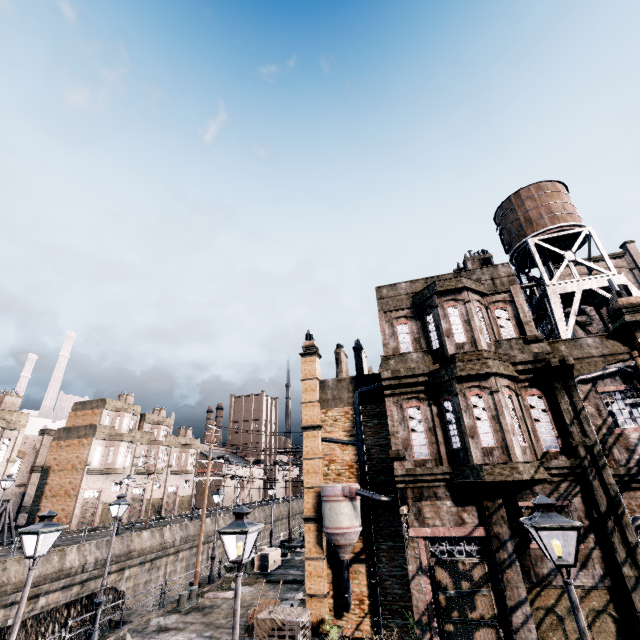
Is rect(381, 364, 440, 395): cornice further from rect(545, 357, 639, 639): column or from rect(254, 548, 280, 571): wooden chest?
rect(254, 548, 280, 571): wooden chest

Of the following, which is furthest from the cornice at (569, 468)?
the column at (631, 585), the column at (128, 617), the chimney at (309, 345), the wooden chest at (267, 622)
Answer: the column at (128, 617)

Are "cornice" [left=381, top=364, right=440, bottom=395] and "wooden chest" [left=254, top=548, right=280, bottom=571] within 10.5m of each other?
no

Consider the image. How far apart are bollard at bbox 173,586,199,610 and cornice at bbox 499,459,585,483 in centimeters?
1871cm

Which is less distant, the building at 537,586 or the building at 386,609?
the building at 537,586

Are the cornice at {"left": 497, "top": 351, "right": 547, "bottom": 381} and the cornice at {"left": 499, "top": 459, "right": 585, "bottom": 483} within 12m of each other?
yes

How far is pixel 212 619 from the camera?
16.8m

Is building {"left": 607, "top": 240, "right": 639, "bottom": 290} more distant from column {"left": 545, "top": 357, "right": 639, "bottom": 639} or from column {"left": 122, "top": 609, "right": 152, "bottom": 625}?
column {"left": 122, "top": 609, "right": 152, "bottom": 625}
